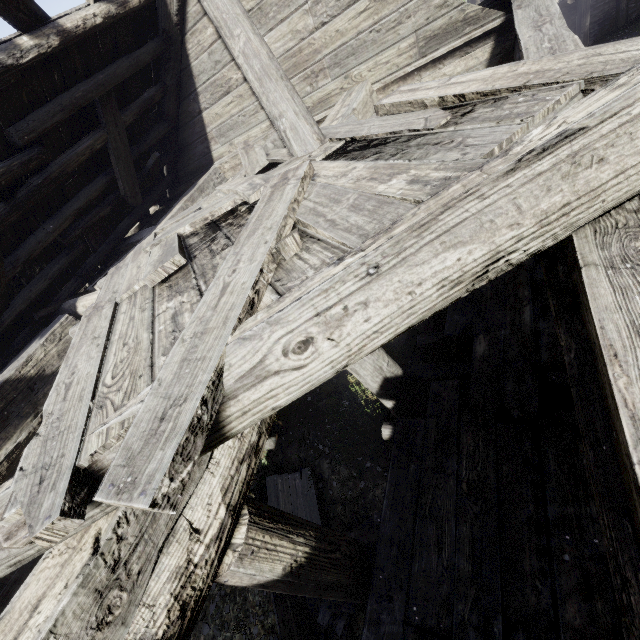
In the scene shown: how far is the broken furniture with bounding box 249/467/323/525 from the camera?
7.0m

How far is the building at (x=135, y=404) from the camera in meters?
1.5 m

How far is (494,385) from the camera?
4.2m

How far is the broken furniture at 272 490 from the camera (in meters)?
7.00

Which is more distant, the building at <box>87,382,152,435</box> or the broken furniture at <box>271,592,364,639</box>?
the broken furniture at <box>271,592,364,639</box>

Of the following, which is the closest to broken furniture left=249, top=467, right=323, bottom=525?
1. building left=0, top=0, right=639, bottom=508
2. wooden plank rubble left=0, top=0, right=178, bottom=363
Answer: building left=0, top=0, right=639, bottom=508
